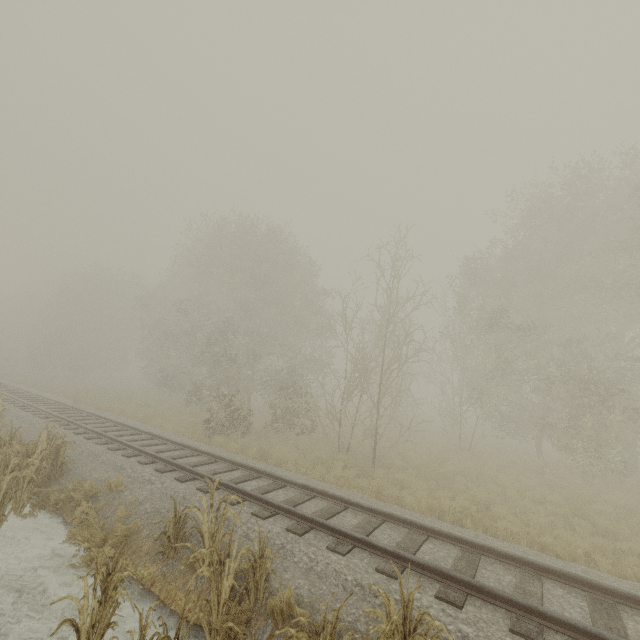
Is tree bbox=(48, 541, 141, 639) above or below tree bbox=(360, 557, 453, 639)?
below

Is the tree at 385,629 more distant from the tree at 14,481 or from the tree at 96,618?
the tree at 14,481

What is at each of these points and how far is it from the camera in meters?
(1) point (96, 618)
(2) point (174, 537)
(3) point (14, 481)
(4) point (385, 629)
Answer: (1) tree, 4.0
(2) tree, 5.9
(3) tree, 7.1
(4) tree, 3.2

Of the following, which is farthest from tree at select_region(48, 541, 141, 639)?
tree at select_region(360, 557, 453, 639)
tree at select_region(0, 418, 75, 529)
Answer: tree at select_region(0, 418, 75, 529)

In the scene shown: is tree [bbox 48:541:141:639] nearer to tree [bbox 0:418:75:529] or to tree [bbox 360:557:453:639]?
tree [bbox 360:557:453:639]

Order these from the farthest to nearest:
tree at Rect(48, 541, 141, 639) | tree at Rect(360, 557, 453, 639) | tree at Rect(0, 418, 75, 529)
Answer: tree at Rect(0, 418, 75, 529) → tree at Rect(48, 541, 141, 639) → tree at Rect(360, 557, 453, 639)
